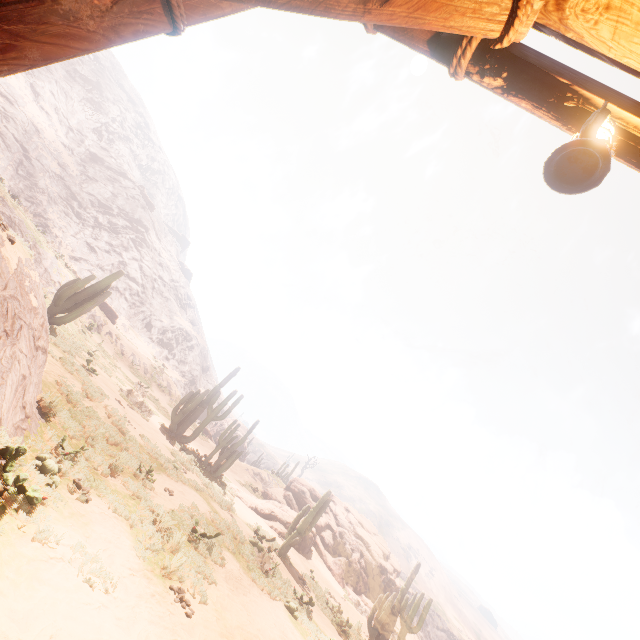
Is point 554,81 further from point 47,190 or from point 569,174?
point 47,190

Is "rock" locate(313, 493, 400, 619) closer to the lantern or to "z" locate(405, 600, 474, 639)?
the lantern

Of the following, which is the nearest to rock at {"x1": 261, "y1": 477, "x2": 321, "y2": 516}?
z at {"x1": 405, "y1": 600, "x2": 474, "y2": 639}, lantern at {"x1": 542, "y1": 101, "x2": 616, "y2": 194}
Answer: lantern at {"x1": 542, "y1": 101, "x2": 616, "y2": 194}

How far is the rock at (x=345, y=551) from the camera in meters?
22.5 m

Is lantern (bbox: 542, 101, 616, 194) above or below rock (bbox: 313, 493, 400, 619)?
above

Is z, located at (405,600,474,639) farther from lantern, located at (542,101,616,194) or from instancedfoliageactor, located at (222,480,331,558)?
lantern, located at (542,101,616,194)

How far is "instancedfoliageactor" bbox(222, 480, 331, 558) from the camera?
14.8 meters

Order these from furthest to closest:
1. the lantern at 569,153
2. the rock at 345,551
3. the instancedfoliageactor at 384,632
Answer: the rock at 345,551
the instancedfoliageactor at 384,632
the lantern at 569,153
